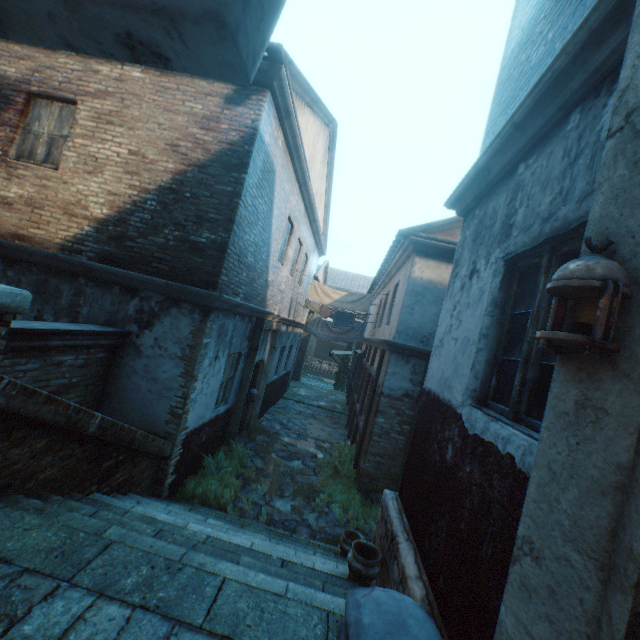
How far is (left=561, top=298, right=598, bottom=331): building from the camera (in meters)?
1.28

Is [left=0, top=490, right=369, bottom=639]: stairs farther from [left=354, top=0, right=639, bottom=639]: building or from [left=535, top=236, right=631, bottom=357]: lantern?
[left=535, top=236, right=631, bottom=357]: lantern

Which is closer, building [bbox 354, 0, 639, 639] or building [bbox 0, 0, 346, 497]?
building [bbox 354, 0, 639, 639]

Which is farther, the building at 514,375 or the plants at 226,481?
the plants at 226,481

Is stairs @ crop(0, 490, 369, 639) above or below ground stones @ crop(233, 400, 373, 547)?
above

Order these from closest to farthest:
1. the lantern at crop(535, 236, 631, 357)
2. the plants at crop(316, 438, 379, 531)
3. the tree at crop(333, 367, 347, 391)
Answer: the lantern at crop(535, 236, 631, 357), the plants at crop(316, 438, 379, 531), the tree at crop(333, 367, 347, 391)

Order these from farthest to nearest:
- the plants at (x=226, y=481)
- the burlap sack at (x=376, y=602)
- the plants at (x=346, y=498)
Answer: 1. the plants at (x=346, y=498)
2. the plants at (x=226, y=481)
3. the burlap sack at (x=376, y=602)

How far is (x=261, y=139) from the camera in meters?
5.9 m
